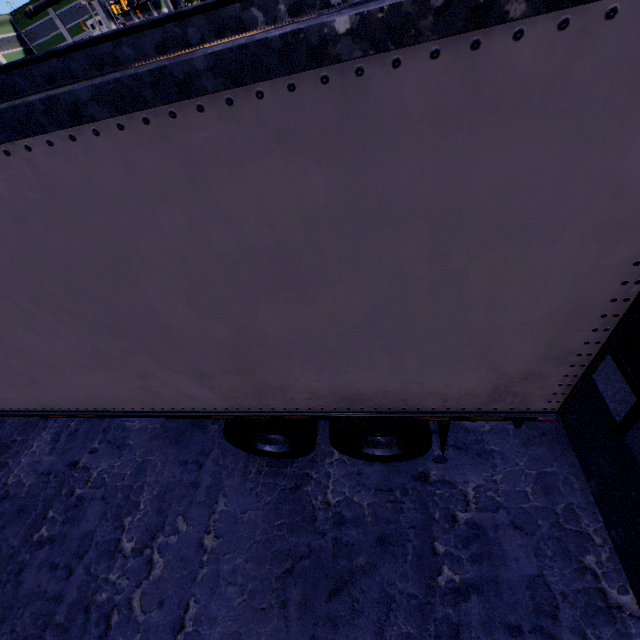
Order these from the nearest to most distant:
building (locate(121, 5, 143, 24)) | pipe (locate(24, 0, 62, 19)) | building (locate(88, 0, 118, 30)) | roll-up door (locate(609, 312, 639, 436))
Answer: roll-up door (locate(609, 312, 639, 436))
pipe (locate(24, 0, 62, 19))
building (locate(88, 0, 118, 30))
building (locate(121, 5, 143, 24))

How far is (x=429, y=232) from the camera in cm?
150

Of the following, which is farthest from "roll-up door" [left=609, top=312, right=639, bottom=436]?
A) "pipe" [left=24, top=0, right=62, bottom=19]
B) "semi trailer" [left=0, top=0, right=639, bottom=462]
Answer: "pipe" [left=24, top=0, right=62, bottom=19]

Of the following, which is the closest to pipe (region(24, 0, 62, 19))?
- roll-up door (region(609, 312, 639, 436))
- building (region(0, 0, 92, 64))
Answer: building (region(0, 0, 92, 64))

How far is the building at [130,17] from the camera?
55.7 meters

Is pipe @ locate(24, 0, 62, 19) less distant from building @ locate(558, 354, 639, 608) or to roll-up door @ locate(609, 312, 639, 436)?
building @ locate(558, 354, 639, 608)

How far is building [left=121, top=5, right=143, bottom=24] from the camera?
55.7m

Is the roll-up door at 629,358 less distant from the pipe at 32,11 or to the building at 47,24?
the building at 47,24
